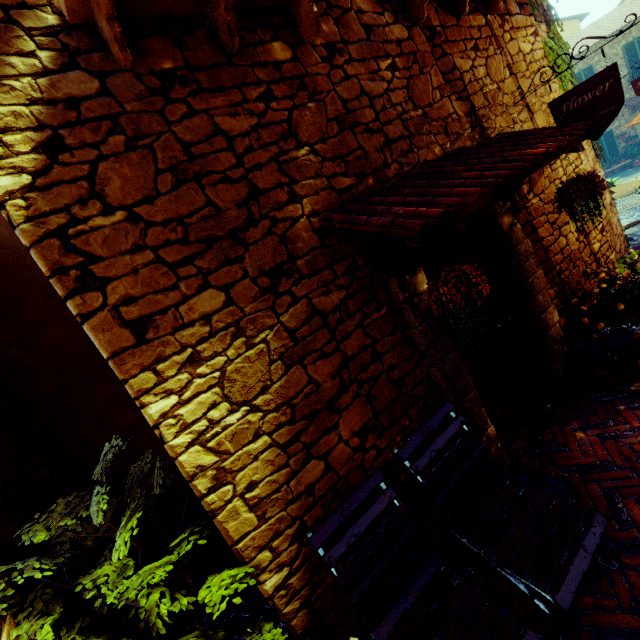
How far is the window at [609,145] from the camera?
18.8 meters

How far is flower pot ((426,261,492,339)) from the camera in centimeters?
190cm

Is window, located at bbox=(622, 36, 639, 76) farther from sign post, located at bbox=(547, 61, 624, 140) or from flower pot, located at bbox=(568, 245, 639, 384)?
sign post, located at bbox=(547, 61, 624, 140)

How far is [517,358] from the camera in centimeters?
329cm

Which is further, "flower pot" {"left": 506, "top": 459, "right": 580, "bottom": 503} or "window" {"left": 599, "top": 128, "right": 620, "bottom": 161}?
"window" {"left": 599, "top": 128, "right": 620, "bottom": 161}

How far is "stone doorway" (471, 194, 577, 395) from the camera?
3.1m

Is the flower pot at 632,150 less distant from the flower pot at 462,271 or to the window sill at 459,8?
the window sill at 459,8
